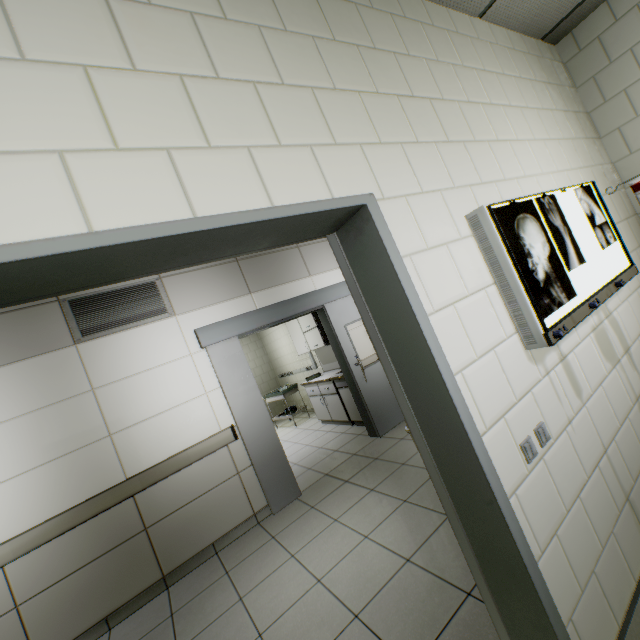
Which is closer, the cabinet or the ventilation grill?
the ventilation grill

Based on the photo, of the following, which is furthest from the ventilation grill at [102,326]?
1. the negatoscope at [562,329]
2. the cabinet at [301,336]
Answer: the negatoscope at [562,329]

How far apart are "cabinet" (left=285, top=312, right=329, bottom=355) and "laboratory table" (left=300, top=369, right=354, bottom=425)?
0.58m

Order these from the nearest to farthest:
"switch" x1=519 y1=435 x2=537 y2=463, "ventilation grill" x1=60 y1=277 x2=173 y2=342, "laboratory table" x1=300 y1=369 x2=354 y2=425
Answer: "switch" x1=519 y1=435 x2=537 y2=463
"ventilation grill" x1=60 y1=277 x2=173 y2=342
"laboratory table" x1=300 y1=369 x2=354 y2=425

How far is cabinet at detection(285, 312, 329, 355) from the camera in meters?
5.9

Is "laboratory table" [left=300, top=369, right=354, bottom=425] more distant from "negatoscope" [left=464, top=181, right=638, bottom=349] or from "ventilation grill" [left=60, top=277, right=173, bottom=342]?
"negatoscope" [left=464, top=181, right=638, bottom=349]

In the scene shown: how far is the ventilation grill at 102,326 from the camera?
3.4m

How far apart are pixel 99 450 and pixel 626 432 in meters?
4.2
